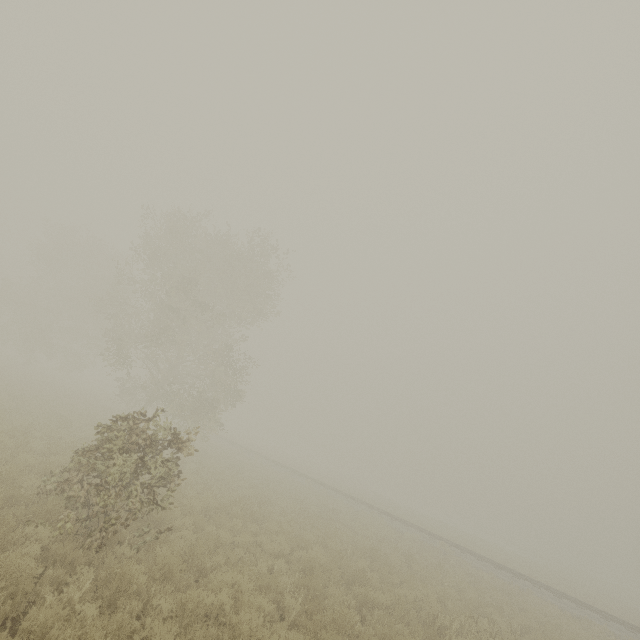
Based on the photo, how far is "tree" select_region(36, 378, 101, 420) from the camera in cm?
2241

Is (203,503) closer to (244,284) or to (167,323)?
(167,323)

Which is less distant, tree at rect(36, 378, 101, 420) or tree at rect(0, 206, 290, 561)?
tree at rect(0, 206, 290, 561)

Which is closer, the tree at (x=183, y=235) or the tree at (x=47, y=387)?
the tree at (x=183, y=235)

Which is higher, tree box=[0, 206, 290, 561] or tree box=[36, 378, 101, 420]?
tree box=[0, 206, 290, 561]

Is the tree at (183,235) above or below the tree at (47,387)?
above
